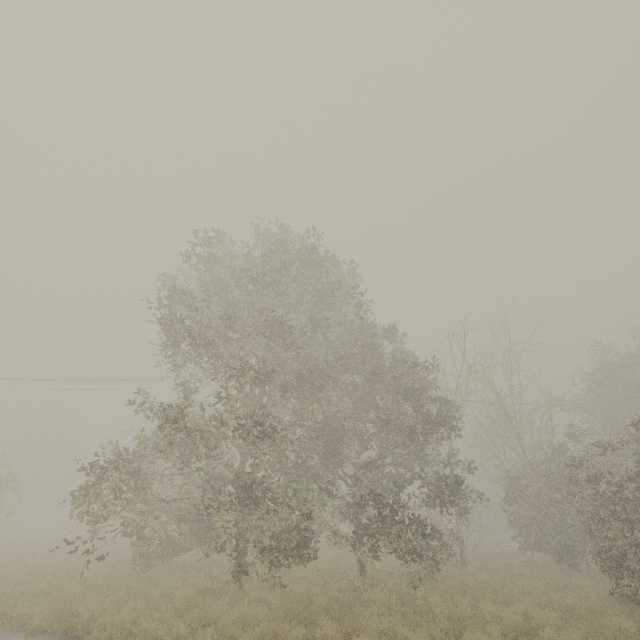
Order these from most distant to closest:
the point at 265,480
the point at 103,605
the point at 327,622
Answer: the point at 265,480
the point at 103,605
the point at 327,622
